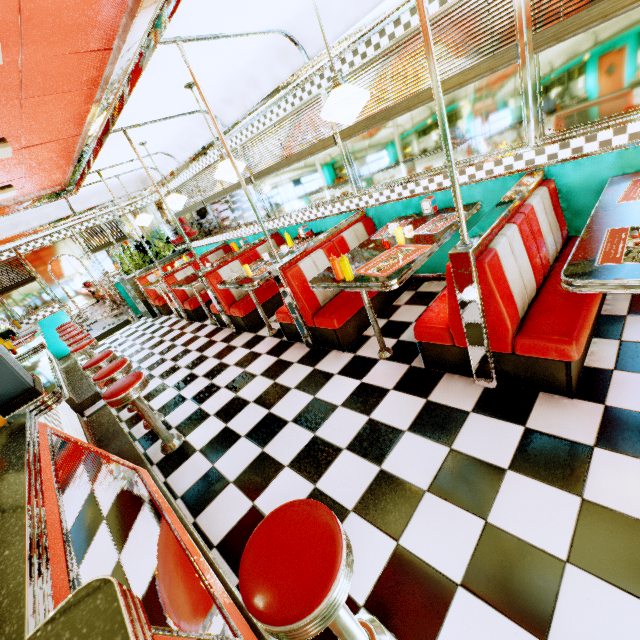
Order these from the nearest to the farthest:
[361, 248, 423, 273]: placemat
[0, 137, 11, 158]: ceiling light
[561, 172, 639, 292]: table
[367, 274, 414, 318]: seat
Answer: [561, 172, 639, 292]: table → [361, 248, 423, 273]: placemat → [0, 137, 11, 158]: ceiling light → [367, 274, 414, 318]: seat

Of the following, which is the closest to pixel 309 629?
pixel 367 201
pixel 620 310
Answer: pixel 620 310

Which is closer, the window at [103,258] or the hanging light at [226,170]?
the hanging light at [226,170]

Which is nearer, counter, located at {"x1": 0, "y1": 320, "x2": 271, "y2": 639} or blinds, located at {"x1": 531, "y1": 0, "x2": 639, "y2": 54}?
counter, located at {"x1": 0, "y1": 320, "x2": 271, "y2": 639}

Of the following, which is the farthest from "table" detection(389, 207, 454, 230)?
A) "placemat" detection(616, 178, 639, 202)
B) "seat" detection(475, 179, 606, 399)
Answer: "placemat" detection(616, 178, 639, 202)

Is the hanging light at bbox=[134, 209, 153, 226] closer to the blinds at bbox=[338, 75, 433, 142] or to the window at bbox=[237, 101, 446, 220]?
the window at bbox=[237, 101, 446, 220]

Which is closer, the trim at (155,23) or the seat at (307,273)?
the trim at (155,23)

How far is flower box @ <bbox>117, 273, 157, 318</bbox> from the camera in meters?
7.8 m
